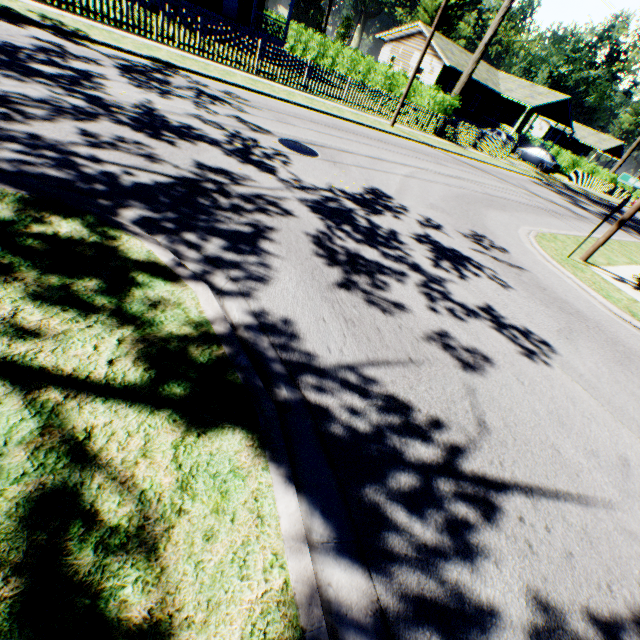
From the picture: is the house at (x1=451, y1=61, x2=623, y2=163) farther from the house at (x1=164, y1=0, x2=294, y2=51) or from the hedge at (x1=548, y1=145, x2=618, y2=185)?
the house at (x1=164, y1=0, x2=294, y2=51)

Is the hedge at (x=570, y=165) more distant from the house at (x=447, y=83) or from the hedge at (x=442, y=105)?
the hedge at (x=442, y=105)

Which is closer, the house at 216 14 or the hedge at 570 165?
the house at 216 14

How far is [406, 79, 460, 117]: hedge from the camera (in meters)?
20.58

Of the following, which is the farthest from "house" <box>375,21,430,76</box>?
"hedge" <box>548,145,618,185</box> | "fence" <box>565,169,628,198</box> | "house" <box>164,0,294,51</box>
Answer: "house" <box>164,0,294,51</box>

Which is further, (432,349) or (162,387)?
(432,349)

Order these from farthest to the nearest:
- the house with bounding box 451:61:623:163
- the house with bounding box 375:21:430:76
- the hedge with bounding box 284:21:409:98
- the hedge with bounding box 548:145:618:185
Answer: the hedge with bounding box 548:145:618:185 < the house with bounding box 451:61:623:163 < the house with bounding box 375:21:430:76 < the hedge with bounding box 284:21:409:98

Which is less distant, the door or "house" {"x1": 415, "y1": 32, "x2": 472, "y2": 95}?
the door
